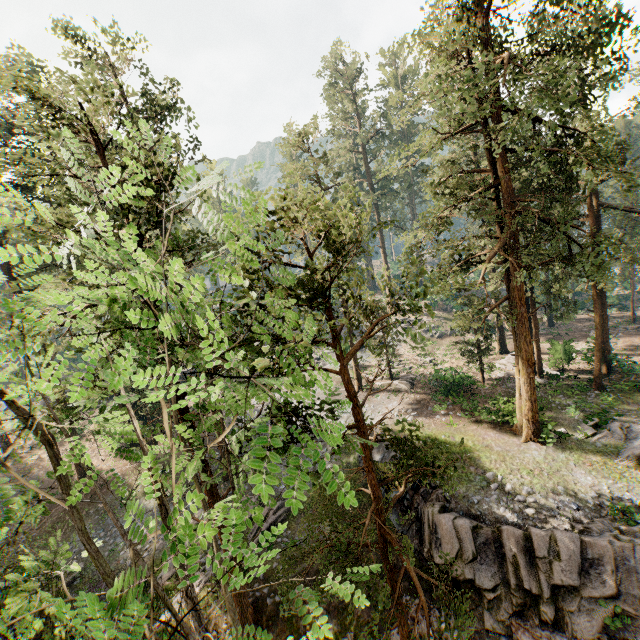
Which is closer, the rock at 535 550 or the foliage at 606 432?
the rock at 535 550

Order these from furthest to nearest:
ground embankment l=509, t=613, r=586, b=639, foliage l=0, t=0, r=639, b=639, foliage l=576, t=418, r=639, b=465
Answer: foliage l=576, t=418, r=639, b=465, ground embankment l=509, t=613, r=586, b=639, foliage l=0, t=0, r=639, b=639

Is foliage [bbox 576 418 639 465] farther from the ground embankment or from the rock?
the ground embankment

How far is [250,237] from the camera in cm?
326

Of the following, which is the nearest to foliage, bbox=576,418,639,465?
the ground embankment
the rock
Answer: the rock

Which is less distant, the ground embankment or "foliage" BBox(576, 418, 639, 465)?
the ground embankment

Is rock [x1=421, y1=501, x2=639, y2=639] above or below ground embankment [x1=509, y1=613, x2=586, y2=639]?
above

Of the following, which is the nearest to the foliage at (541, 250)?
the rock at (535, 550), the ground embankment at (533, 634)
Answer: the rock at (535, 550)
